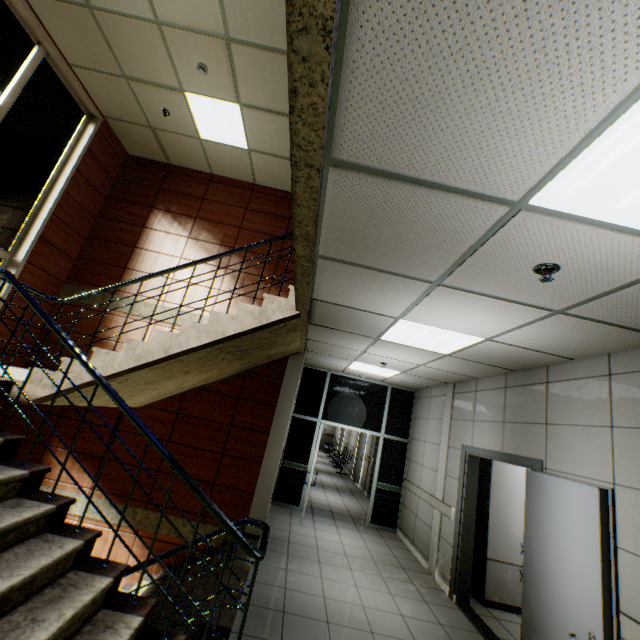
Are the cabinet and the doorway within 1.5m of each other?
no

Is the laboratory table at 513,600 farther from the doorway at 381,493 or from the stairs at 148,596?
the stairs at 148,596

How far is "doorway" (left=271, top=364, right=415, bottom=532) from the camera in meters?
7.4 m

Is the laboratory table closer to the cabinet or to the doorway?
the cabinet

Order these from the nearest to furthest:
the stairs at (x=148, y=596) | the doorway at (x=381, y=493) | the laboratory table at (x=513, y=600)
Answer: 1. the stairs at (x=148, y=596)
2. the laboratory table at (x=513, y=600)
3. the doorway at (x=381, y=493)

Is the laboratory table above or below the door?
below

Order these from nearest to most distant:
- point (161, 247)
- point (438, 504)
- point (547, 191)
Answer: point (547, 191), point (438, 504), point (161, 247)

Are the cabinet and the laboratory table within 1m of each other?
yes
